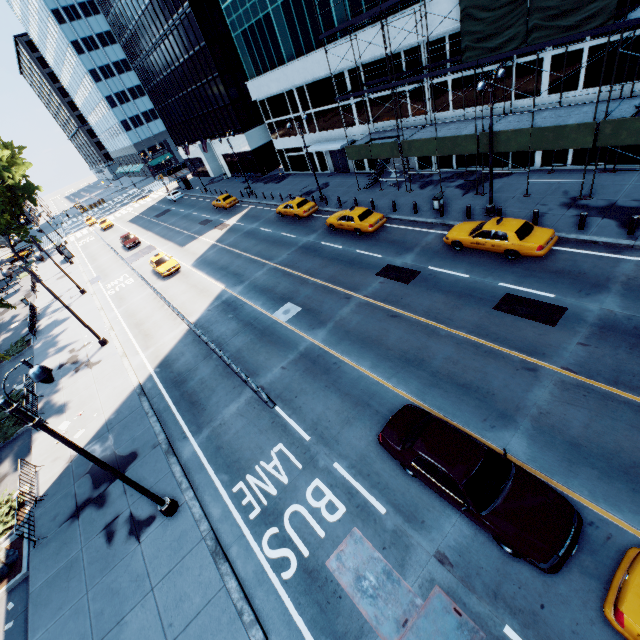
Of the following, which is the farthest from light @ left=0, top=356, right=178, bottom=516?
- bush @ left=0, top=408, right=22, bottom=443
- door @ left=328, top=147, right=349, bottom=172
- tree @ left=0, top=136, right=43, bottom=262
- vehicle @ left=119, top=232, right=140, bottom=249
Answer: vehicle @ left=119, top=232, right=140, bottom=249

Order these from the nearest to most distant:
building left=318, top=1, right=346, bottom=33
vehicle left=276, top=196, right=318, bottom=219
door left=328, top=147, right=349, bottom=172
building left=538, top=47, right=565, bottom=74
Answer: building left=538, top=47, right=565, bottom=74
building left=318, top=1, right=346, bottom=33
vehicle left=276, top=196, right=318, bottom=219
door left=328, top=147, right=349, bottom=172

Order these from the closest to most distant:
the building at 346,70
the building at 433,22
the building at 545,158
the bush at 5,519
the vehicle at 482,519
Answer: the vehicle at 482,519 → the bush at 5,519 → the building at 433,22 → the building at 545,158 → the building at 346,70

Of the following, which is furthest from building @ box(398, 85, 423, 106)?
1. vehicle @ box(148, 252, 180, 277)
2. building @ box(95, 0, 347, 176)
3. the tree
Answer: the tree

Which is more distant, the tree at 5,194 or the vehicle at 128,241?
the vehicle at 128,241

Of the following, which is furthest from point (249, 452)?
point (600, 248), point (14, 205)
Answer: point (14, 205)

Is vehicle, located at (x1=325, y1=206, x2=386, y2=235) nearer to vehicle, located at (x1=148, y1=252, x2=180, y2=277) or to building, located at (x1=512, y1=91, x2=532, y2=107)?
building, located at (x1=512, y1=91, x2=532, y2=107)

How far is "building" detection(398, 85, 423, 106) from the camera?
24.8m
